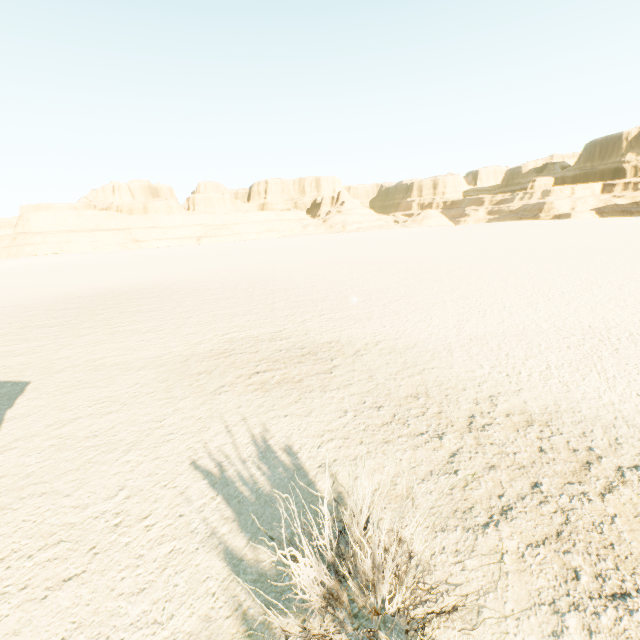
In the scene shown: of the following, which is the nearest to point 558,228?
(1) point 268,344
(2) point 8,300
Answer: (1) point 268,344
